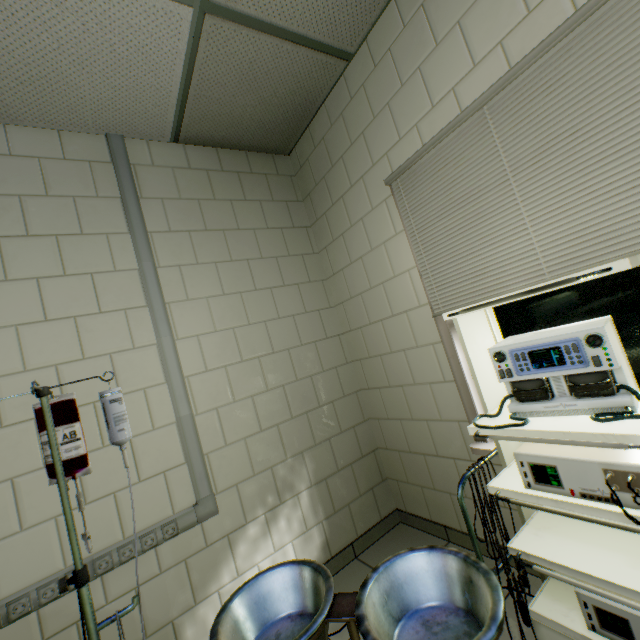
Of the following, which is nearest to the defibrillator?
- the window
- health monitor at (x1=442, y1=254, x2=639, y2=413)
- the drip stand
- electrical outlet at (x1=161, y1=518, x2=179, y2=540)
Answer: health monitor at (x1=442, y1=254, x2=639, y2=413)

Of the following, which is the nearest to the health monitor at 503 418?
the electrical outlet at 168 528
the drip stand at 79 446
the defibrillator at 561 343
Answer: the defibrillator at 561 343

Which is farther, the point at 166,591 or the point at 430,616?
the point at 166,591

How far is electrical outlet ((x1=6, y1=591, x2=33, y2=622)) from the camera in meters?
1.4 m

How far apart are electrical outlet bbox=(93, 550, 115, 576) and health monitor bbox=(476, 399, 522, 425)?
1.6 meters

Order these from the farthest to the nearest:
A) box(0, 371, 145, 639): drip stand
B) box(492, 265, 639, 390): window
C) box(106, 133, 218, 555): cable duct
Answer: box(106, 133, 218, 555): cable duct
box(492, 265, 639, 390): window
box(0, 371, 145, 639): drip stand

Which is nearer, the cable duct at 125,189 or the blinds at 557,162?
the blinds at 557,162
